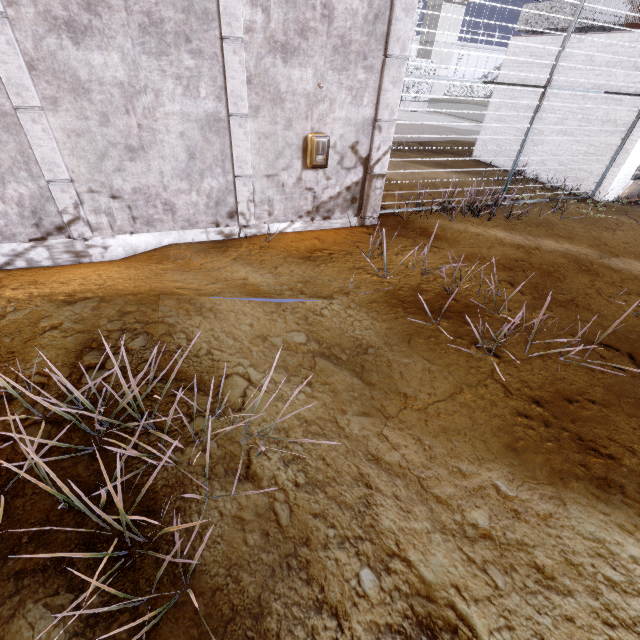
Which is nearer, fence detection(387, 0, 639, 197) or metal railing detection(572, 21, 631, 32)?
fence detection(387, 0, 639, 197)

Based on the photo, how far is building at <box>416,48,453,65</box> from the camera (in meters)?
49.28

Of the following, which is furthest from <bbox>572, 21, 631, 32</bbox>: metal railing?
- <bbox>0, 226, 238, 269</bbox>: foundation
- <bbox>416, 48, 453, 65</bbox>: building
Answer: <bbox>416, 48, 453, 65</bbox>: building

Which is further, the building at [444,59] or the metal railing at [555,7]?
the building at [444,59]

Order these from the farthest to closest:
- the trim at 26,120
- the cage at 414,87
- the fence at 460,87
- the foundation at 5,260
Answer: the cage at 414,87 → the fence at 460,87 → the foundation at 5,260 → the trim at 26,120

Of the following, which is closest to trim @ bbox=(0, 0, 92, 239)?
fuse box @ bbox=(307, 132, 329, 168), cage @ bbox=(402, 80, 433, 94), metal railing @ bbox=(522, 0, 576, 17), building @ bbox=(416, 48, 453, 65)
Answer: fuse box @ bbox=(307, 132, 329, 168)

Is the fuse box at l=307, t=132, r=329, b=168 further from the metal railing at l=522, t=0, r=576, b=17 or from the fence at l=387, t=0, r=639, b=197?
the metal railing at l=522, t=0, r=576, b=17

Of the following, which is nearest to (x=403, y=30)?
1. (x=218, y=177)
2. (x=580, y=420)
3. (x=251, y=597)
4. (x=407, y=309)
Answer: (x=218, y=177)
